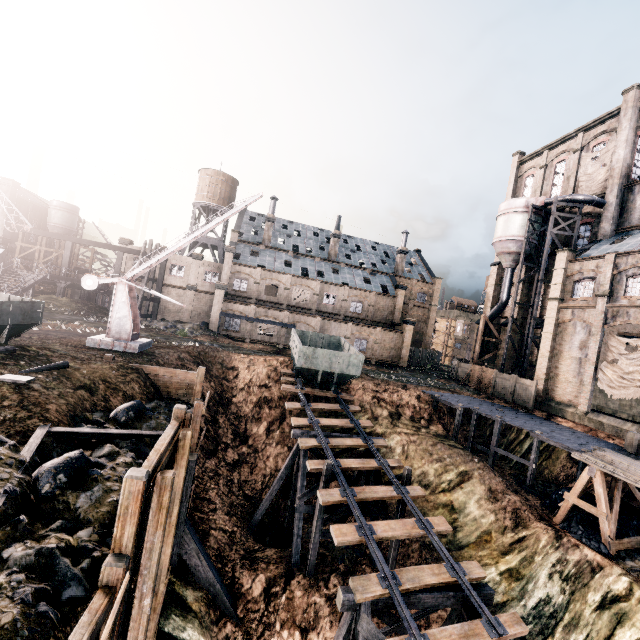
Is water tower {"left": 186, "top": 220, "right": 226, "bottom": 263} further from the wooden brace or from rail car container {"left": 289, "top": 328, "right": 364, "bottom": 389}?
the wooden brace

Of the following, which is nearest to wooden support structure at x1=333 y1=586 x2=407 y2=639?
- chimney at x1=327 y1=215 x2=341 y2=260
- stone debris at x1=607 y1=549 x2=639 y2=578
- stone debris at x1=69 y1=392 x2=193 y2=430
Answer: stone debris at x1=69 y1=392 x2=193 y2=430

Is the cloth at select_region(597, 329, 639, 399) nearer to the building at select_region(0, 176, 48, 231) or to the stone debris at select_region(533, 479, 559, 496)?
the stone debris at select_region(533, 479, 559, 496)

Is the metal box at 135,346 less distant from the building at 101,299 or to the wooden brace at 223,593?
the wooden brace at 223,593

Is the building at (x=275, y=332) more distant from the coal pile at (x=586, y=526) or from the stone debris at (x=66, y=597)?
the coal pile at (x=586, y=526)

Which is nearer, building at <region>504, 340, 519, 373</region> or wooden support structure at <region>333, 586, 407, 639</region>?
wooden support structure at <region>333, 586, 407, 639</region>

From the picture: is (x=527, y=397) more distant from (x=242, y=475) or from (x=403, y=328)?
(x=242, y=475)

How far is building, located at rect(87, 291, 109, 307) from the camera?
46.3 meters
